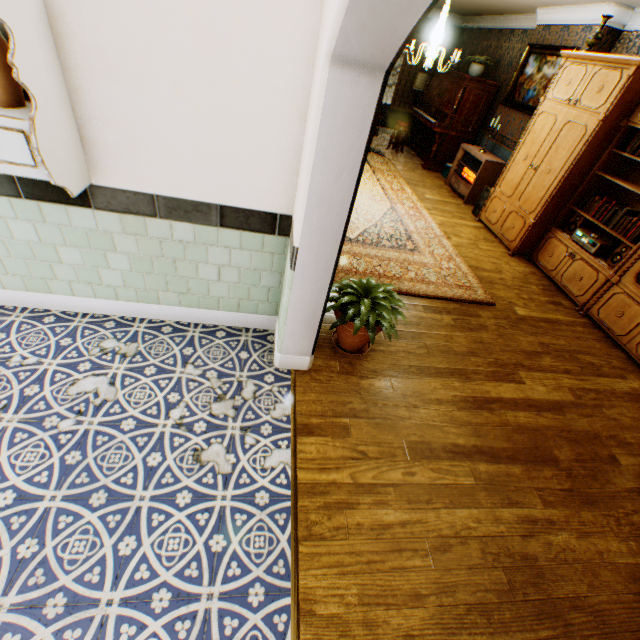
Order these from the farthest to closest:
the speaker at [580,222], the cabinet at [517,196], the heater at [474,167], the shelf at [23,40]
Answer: the heater at [474,167] < the speaker at [580,222] < the cabinet at [517,196] < the shelf at [23,40]

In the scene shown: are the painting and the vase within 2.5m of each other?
yes

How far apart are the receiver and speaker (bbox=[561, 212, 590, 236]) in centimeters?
10cm

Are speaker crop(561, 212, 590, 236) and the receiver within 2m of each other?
yes

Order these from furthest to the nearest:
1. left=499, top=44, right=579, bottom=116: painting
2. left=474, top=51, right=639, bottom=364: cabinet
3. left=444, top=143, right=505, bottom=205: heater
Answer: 1. left=444, top=143, right=505, bottom=205: heater
2. left=499, top=44, right=579, bottom=116: painting
3. left=474, top=51, right=639, bottom=364: cabinet

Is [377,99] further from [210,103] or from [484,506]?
[484,506]

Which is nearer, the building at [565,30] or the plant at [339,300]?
the plant at [339,300]

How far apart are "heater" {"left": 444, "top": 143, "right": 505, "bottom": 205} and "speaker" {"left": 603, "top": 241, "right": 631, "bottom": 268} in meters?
3.2 m
